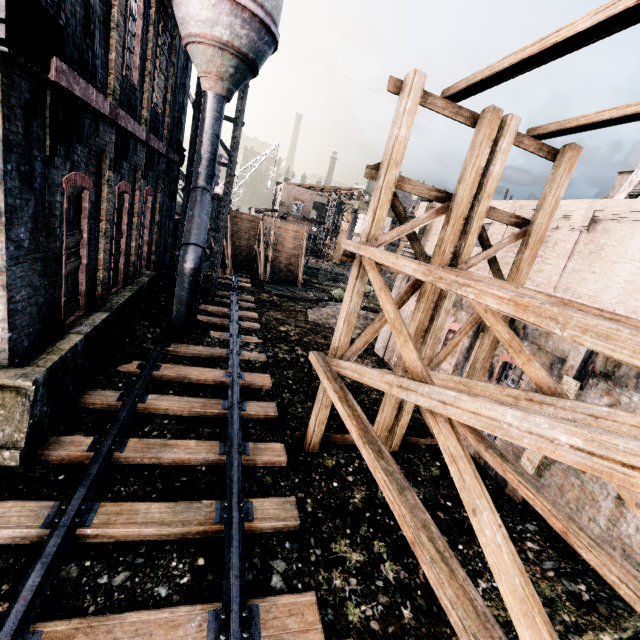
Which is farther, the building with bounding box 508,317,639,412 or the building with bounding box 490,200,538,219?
the building with bounding box 490,200,538,219

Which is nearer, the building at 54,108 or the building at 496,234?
the building at 54,108

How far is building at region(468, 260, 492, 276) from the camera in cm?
1995

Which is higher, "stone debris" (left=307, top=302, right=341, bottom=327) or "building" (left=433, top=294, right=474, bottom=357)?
"building" (left=433, top=294, right=474, bottom=357)

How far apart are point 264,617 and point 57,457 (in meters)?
5.48

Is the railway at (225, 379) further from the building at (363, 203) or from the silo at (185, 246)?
the building at (363, 203)

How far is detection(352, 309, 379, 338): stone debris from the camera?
20.17m

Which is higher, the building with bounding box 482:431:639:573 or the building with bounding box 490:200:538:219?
the building with bounding box 490:200:538:219
